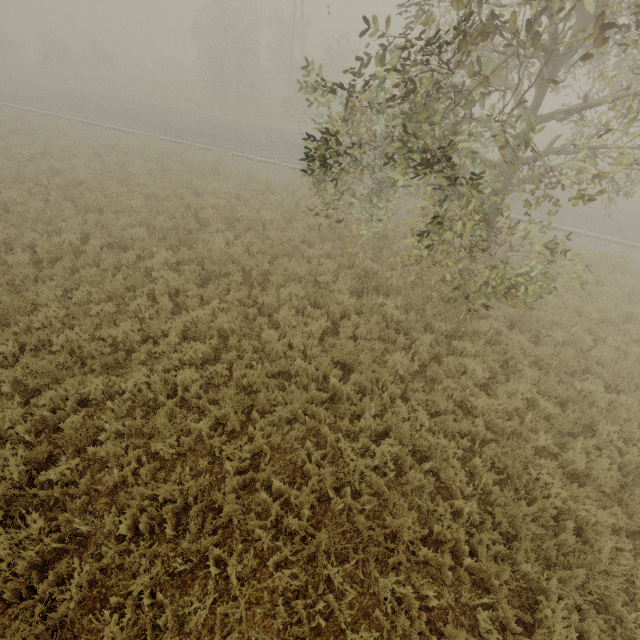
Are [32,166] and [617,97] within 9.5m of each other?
no
